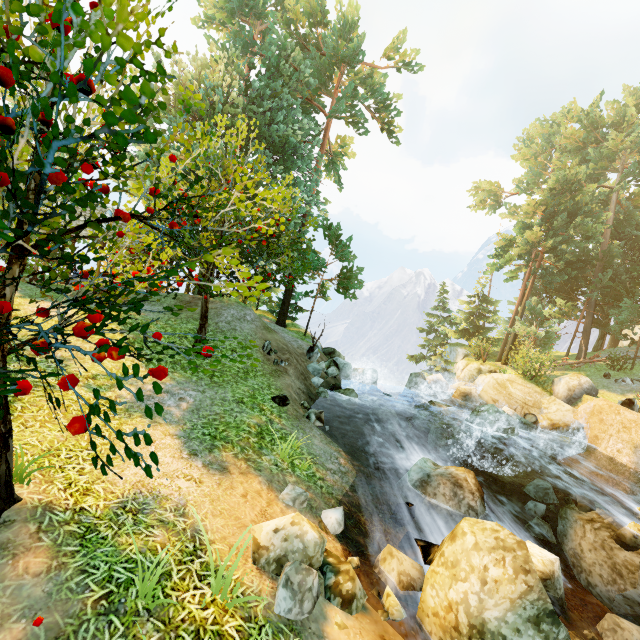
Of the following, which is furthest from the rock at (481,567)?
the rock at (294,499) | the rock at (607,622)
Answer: the rock at (607,622)

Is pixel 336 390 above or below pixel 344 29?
below

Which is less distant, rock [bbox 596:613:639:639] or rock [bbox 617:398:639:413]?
rock [bbox 596:613:639:639]

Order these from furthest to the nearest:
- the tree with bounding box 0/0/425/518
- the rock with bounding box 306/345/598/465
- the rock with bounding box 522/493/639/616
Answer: the rock with bounding box 306/345/598/465 < the rock with bounding box 522/493/639/616 < the tree with bounding box 0/0/425/518

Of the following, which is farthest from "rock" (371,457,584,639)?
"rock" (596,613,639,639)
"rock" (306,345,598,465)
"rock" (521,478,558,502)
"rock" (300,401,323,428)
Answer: "rock" (306,345,598,465)

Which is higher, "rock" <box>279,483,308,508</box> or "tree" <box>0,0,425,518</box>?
"tree" <box>0,0,425,518</box>

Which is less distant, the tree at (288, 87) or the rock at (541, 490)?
the tree at (288, 87)

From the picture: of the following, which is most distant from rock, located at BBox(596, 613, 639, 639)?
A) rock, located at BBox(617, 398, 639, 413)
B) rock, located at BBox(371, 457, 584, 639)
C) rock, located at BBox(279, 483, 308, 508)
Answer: rock, located at BBox(617, 398, 639, 413)
